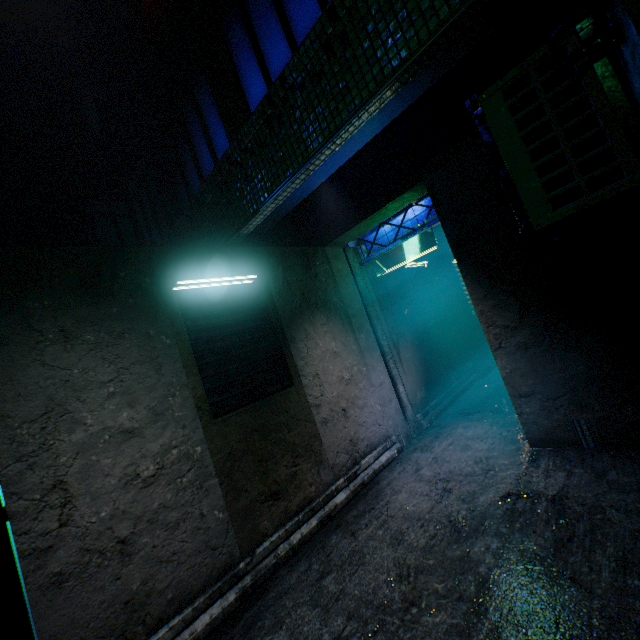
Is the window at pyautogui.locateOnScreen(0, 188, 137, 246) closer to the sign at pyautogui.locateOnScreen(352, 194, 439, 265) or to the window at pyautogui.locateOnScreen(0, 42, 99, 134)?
the window at pyautogui.locateOnScreen(0, 42, 99, 134)

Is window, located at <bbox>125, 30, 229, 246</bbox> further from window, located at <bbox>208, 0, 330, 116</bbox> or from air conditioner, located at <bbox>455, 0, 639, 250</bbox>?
air conditioner, located at <bbox>455, 0, 639, 250</bbox>

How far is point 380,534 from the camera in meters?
2.7 m

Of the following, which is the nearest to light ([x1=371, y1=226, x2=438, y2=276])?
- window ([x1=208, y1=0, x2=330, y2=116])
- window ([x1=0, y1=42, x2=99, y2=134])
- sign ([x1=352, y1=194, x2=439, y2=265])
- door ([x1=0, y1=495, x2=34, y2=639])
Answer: sign ([x1=352, y1=194, x2=439, y2=265])

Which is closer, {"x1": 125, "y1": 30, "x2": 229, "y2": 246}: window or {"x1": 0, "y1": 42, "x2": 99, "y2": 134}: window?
{"x1": 125, "y1": 30, "x2": 229, "y2": 246}: window

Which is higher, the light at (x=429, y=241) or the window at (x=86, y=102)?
the window at (x=86, y=102)

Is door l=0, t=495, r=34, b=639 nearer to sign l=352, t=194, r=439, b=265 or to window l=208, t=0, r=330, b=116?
window l=208, t=0, r=330, b=116

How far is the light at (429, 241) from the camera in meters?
4.3
